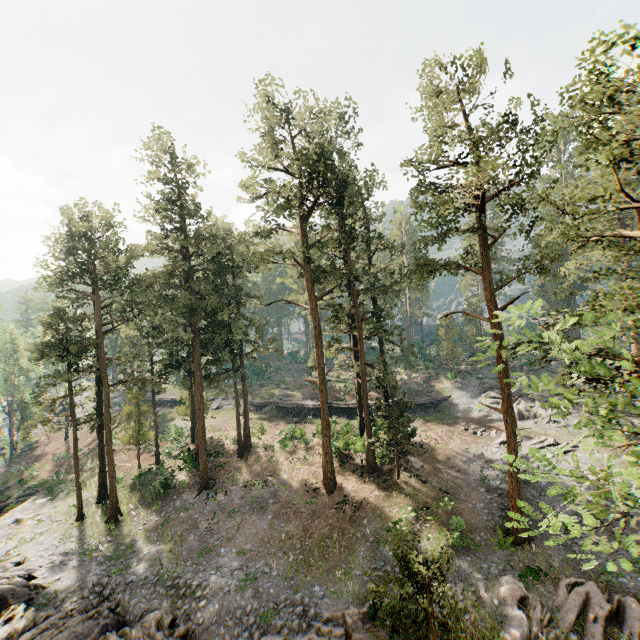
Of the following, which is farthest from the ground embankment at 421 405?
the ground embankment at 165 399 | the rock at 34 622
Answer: the rock at 34 622

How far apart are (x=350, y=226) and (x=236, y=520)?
27.3m

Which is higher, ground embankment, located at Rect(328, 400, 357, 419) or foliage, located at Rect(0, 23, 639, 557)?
foliage, located at Rect(0, 23, 639, 557)

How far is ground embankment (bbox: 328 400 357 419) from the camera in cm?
4141

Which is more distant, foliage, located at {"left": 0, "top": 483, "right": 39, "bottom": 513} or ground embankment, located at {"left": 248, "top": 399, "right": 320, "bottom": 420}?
ground embankment, located at {"left": 248, "top": 399, "right": 320, "bottom": 420}

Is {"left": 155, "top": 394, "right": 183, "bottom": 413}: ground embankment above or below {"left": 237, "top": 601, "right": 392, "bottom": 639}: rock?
above

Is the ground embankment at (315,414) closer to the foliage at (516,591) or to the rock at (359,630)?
the foliage at (516,591)

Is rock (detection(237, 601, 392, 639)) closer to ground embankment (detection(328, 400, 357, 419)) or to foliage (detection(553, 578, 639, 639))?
foliage (detection(553, 578, 639, 639))
